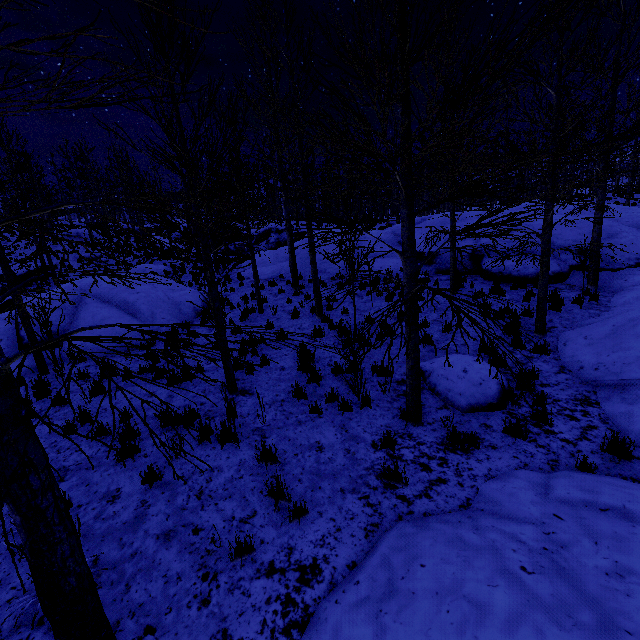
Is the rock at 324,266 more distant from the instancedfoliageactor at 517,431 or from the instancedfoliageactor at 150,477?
the instancedfoliageactor at 150,477

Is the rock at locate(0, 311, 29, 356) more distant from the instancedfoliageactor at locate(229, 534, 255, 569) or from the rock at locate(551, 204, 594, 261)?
the instancedfoliageactor at locate(229, 534, 255, 569)

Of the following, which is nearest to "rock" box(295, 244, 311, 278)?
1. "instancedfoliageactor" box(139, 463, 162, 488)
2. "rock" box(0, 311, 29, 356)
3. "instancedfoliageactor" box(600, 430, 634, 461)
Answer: "instancedfoliageactor" box(600, 430, 634, 461)

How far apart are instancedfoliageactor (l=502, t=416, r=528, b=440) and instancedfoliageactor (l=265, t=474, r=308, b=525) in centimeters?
370cm

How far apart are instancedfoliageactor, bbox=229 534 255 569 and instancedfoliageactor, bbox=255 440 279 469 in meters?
1.2 m

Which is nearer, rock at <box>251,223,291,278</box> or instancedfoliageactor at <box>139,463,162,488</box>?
instancedfoliageactor at <box>139,463,162,488</box>

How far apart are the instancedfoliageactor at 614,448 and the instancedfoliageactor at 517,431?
A: 1.1 meters

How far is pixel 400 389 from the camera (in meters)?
6.80
